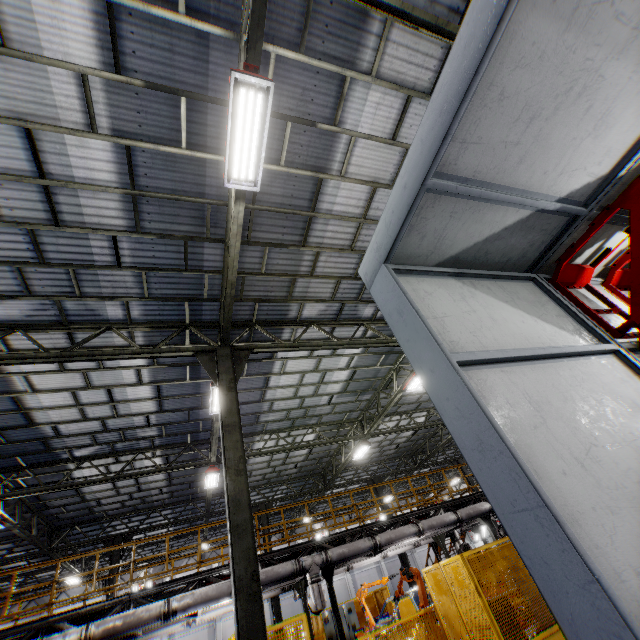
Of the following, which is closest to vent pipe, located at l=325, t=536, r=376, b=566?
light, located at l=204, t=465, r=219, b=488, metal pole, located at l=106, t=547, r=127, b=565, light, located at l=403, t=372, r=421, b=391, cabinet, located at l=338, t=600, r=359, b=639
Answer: light, located at l=204, t=465, r=219, b=488

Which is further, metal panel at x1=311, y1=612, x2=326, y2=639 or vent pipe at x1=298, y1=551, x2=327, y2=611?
metal panel at x1=311, y1=612, x2=326, y2=639

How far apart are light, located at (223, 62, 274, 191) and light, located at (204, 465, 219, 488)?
12.3 meters

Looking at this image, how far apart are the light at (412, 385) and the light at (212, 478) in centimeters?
866cm

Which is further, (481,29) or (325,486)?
(325,486)

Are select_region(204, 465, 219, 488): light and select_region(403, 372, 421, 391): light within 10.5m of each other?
yes

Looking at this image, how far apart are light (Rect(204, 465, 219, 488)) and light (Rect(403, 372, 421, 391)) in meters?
8.7

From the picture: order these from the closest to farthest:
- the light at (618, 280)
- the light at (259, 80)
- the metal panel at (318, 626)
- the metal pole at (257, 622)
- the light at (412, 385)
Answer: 1. the light at (618, 280)
2. the light at (259, 80)
3. the metal pole at (257, 622)
4. the light at (412, 385)
5. the metal panel at (318, 626)
